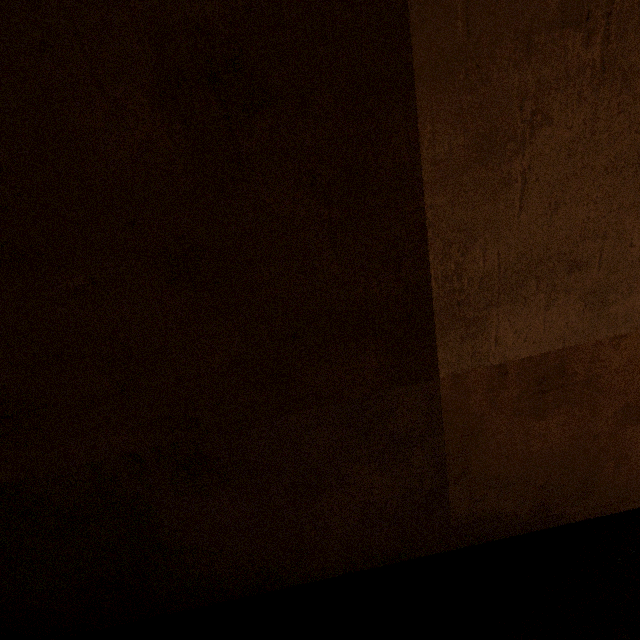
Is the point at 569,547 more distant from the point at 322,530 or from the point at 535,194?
A: the point at 535,194
